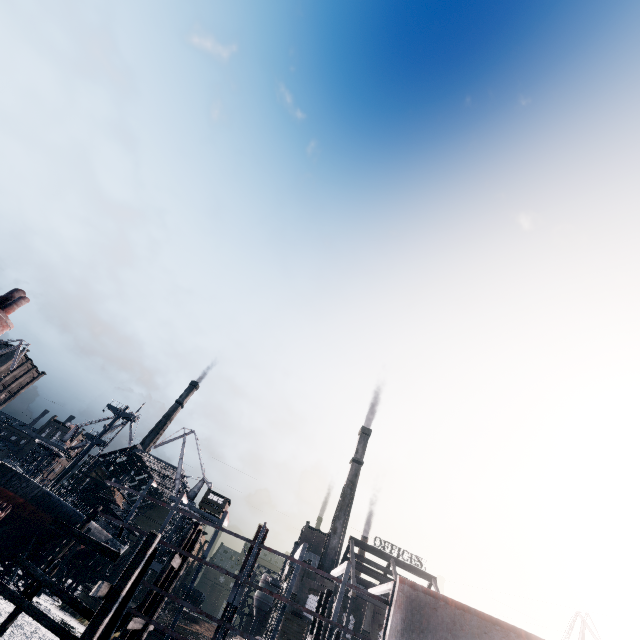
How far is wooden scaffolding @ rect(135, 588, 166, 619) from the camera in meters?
16.0 m

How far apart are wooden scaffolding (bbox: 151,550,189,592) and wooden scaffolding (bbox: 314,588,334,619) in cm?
830

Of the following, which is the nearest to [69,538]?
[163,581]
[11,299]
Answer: [163,581]

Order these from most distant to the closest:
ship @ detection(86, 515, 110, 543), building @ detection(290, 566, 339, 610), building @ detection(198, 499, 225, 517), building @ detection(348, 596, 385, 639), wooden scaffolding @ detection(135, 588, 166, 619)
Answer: building @ detection(198, 499, 225, 517)
ship @ detection(86, 515, 110, 543)
building @ detection(290, 566, 339, 610)
building @ detection(348, 596, 385, 639)
wooden scaffolding @ detection(135, 588, 166, 619)

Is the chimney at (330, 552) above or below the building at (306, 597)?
above

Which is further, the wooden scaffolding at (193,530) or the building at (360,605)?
the building at (360,605)

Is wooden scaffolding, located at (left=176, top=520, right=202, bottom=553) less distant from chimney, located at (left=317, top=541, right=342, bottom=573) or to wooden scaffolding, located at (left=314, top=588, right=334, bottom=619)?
wooden scaffolding, located at (left=314, top=588, right=334, bottom=619)

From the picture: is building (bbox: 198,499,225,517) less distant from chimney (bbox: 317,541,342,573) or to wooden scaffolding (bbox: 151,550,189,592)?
chimney (bbox: 317,541,342,573)
